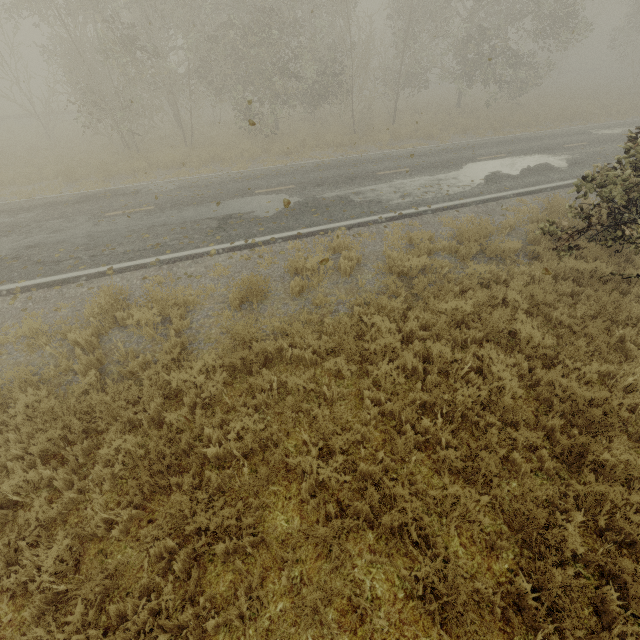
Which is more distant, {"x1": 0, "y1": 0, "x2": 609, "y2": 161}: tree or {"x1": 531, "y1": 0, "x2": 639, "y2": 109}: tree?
{"x1": 531, "y1": 0, "x2": 639, "y2": 109}: tree

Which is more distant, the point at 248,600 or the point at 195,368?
the point at 195,368

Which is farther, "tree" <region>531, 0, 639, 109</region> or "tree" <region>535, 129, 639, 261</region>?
"tree" <region>531, 0, 639, 109</region>

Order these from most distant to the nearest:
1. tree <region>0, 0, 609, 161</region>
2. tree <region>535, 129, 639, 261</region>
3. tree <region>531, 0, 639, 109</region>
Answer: tree <region>531, 0, 639, 109</region>
tree <region>0, 0, 609, 161</region>
tree <region>535, 129, 639, 261</region>

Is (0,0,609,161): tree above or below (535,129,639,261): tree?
above

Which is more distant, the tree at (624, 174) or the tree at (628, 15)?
the tree at (628, 15)

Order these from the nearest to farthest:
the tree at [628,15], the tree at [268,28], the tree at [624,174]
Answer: the tree at [624,174]
the tree at [268,28]
the tree at [628,15]
